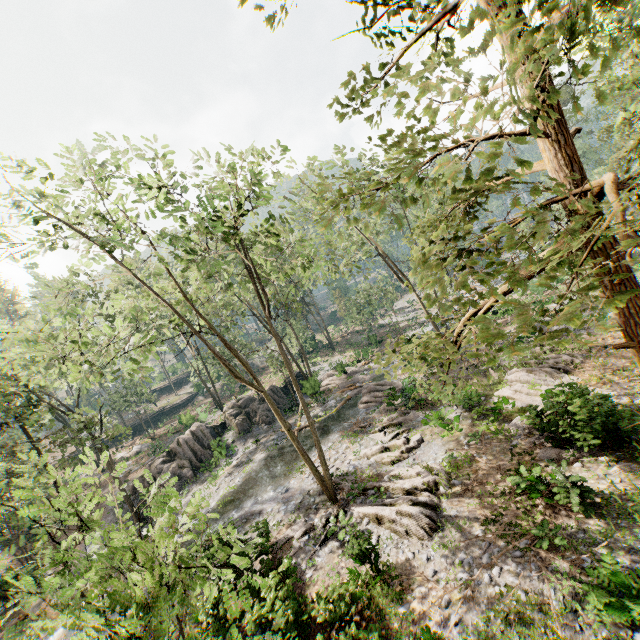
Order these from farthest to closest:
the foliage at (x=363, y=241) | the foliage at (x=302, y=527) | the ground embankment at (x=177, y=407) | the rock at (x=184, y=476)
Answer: the ground embankment at (x=177, y=407) < the rock at (x=184, y=476) < the foliage at (x=302, y=527) < the foliage at (x=363, y=241)

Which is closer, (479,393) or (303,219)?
(479,393)

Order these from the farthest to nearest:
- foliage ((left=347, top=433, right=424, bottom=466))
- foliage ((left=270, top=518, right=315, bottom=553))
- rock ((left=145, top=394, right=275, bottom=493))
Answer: rock ((left=145, top=394, right=275, bottom=493))
foliage ((left=347, top=433, right=424, bottom=466))
foliage ((left=270, top=518, right=315, bottom=553))

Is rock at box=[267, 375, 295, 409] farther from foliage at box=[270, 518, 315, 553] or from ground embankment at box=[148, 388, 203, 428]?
ground embankment at box=[148, 388, 203, 428]

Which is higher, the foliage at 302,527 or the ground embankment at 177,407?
the ground embankment at 177,407

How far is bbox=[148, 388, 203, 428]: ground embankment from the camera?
51.0 meters
